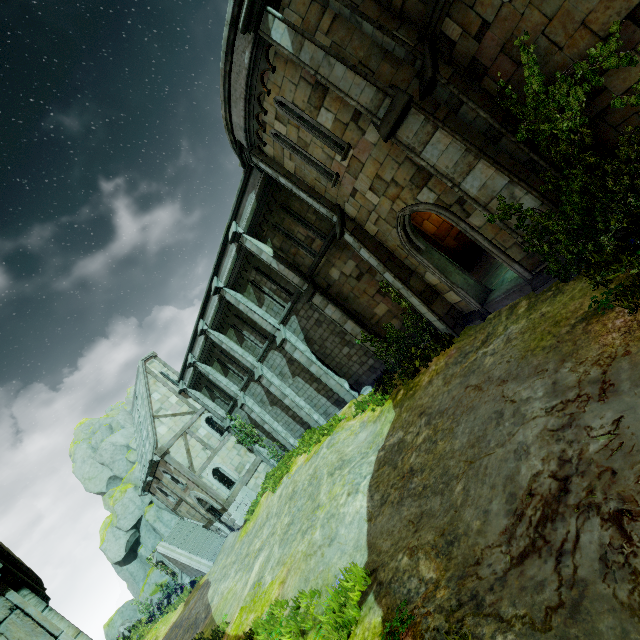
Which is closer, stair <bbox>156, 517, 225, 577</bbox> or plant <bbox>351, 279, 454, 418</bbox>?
plant <bbox>351, 279, 454, 418</bbox>

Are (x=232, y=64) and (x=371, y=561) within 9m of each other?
no

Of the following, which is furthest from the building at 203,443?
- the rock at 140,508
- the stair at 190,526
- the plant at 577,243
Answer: the plant at 577,243

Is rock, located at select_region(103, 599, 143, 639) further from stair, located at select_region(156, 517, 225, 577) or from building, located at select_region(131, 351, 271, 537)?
building, located at select_region(131, 351, 271, 537)

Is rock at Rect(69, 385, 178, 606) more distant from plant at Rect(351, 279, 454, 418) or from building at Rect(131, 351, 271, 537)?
plant at Rect(351, 279, 454, 418)

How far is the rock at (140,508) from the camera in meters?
29.9

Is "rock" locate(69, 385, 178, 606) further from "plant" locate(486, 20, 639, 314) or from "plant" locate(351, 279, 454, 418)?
"plant" locate(486, 20, 639, 314)

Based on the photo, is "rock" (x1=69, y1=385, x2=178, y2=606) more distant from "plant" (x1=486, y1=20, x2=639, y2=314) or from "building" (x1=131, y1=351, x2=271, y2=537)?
"plant" (x1=486, y1=20, x2=639, y2=314)
